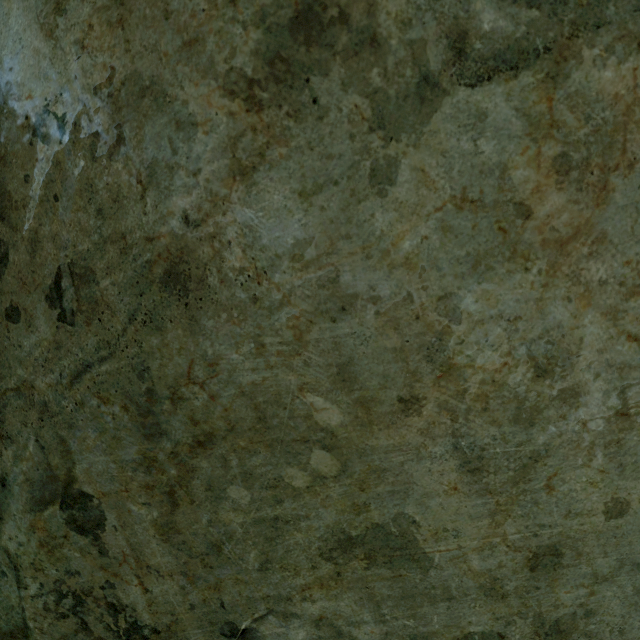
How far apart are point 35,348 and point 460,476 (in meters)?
1.36
